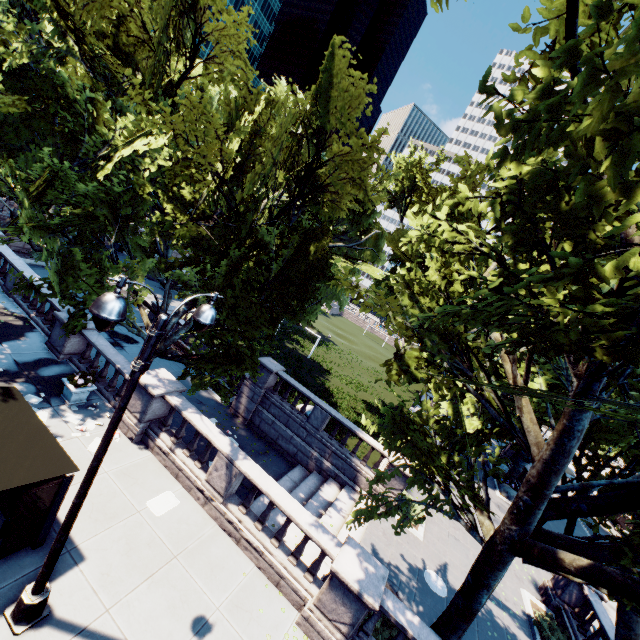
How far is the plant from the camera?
11.59m

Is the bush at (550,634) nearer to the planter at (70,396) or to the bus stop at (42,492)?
the bus stop at (42,492)

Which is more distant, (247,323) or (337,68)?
(247,323)

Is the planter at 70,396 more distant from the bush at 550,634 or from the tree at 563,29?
the bush at 550,634

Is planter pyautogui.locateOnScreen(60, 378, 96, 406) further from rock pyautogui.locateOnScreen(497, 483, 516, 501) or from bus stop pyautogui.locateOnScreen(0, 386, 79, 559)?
rock pyautogui.locateOnScreen(497, 483, 516, 501)

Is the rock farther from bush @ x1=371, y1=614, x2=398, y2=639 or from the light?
the light

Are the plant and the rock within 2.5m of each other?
no

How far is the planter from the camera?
11.59m
